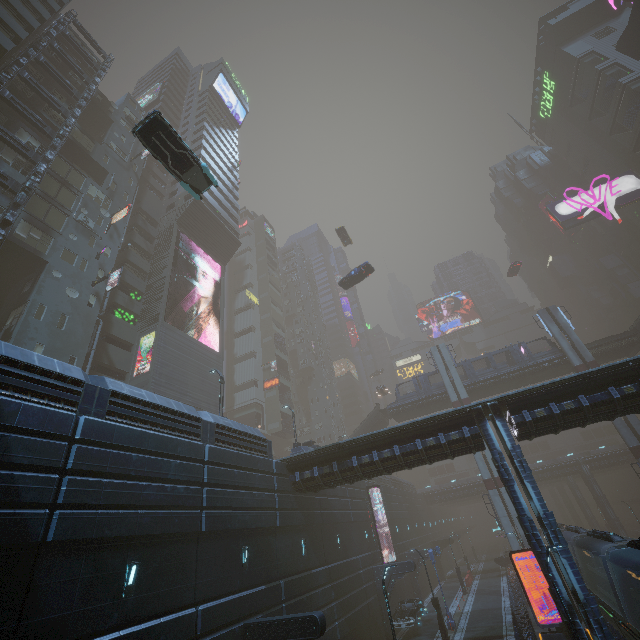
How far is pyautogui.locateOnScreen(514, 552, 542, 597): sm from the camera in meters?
29.8

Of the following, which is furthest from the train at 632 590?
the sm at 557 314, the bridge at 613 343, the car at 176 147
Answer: the car at 176 147

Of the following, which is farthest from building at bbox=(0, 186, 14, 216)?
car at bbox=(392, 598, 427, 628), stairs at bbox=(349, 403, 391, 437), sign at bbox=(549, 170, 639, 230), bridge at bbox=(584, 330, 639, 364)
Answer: bridge at bbox=(584, 330, 639, 364)

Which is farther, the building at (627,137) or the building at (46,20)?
the building at (627,137)

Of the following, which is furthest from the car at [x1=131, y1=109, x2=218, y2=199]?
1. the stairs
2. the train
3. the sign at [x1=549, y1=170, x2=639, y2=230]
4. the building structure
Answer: the sign at [x1=549, y1=170, x2=639, y2=230]

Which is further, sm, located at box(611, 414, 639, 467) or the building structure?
sm, located at box(611, 414, 639, 467)

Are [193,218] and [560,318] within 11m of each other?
no

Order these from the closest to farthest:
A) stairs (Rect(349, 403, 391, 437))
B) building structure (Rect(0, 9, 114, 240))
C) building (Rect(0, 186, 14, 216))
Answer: building structure (Rect(0, 9, 114, 240)), building (Rect(0, 186, 14, 216)), stairs (Rect(349, 403, 391, 437))
